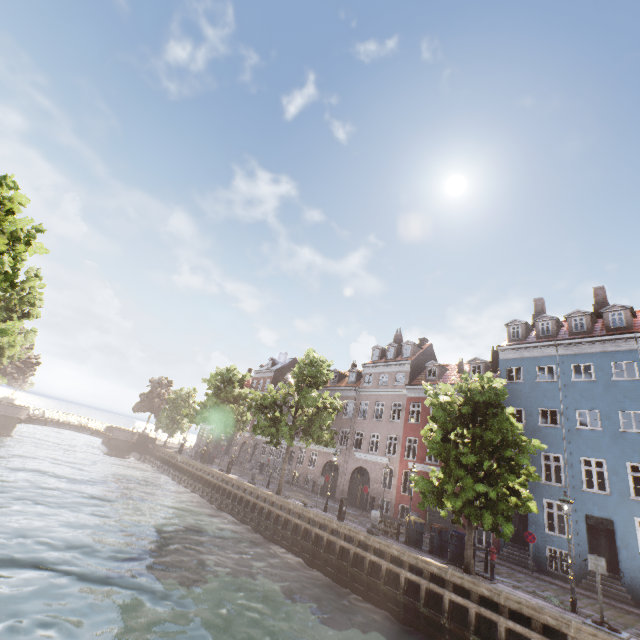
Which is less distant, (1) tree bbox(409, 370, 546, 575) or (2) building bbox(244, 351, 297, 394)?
(1) tree bbox(409, 370, 546, 575)

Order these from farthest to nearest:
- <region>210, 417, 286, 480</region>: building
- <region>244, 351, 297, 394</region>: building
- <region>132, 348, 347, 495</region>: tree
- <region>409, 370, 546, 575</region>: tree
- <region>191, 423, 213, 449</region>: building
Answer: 1. <region>191, 423, 213, 449</region>: building
2. <region>244, 351, 297, 394</region>: building
3. <region>210, 417, 286, 480</region>: building
4. <region>132, 348, 347, 495</region>: tree
5. <region>409, 370, 546, 575</region>: tree

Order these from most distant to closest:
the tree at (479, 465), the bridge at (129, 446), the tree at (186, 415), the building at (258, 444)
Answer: the building at (258, 444), the bridge at (129, 446), the tree at (186, 415), the tree at (479, 465)

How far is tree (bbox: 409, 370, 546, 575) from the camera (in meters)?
13.03

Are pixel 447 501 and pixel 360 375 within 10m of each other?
no

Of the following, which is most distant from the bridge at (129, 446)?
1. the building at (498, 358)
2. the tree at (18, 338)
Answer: the building at (498, 358)

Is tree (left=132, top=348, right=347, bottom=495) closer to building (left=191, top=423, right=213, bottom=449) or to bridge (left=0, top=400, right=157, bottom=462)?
bridge (left=0, top=400, right=157, bottom=462)

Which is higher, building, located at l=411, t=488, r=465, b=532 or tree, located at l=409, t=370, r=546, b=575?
tree, located at l=409, t=370, r=546, b=575
